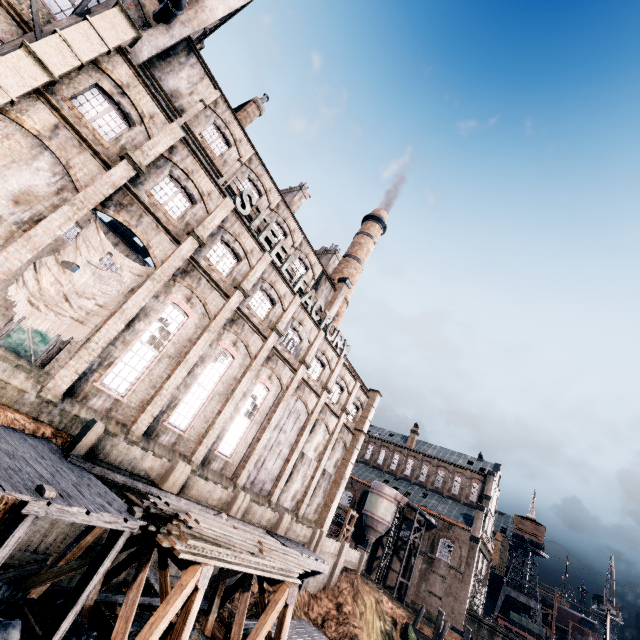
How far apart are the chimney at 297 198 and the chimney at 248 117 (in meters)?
7.49

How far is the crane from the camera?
55.6m

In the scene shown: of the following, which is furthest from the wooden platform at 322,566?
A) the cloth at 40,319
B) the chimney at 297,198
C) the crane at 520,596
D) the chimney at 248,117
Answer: the crane at 520,596

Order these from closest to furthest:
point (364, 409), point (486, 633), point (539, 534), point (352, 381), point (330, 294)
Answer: point (352, 381)
point (364, 409)
point (330, 294)
point (486, 633)
point (539, 534)

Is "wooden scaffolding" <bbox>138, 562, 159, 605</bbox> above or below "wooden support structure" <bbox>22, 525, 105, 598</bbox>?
below

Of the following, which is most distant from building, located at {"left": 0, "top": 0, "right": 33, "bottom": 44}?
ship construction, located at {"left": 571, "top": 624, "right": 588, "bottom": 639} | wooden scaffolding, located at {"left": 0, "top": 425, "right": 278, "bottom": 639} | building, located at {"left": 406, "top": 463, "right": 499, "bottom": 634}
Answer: ship construction, located at {"left": 571, "top": 624, "right": 588, "bottom": 639}

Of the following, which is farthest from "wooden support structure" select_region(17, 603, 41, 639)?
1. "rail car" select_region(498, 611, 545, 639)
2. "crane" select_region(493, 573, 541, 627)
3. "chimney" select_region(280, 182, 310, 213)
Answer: "crane" select_region(493, 573, 541, 627)

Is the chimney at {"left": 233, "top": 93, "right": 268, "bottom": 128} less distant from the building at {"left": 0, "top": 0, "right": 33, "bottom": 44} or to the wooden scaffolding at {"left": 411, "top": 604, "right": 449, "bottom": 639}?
the building at {"left": 0, "top": 0, "right": 33, "bottom": 44}
